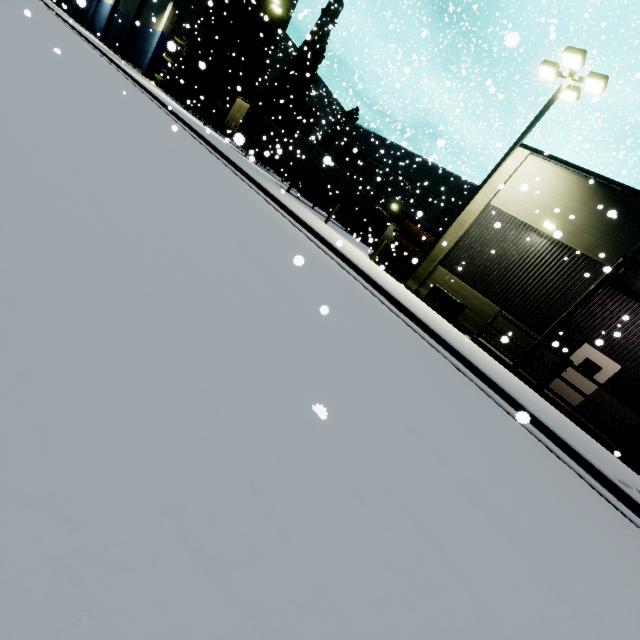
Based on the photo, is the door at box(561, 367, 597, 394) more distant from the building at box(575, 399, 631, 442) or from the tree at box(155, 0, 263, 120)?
the tree at box(155, 0, 263, 120)

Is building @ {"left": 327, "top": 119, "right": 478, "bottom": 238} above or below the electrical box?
above

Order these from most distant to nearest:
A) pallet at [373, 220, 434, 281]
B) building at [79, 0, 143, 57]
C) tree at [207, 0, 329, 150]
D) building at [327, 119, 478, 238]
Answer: building at [79, 0, 143, 57] → tree at [207, 0, 329, 150] → building at [327, 119, 478, 238] → pallet at [373, 220, 434, 281]

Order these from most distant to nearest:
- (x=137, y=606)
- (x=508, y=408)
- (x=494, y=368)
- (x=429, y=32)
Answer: (x=429, y=32), (x=494, y=368), (x=508, y=408), (x=137, y=606)

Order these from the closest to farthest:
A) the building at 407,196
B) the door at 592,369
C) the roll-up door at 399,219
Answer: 1. the door at 592,369
2. the building at 407,196
3. the roll-up door at 399,219

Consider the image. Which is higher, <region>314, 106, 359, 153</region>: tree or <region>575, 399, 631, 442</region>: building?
<region>314, 106, 359, 153</region>: tree

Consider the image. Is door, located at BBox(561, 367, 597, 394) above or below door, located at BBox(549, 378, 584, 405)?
above

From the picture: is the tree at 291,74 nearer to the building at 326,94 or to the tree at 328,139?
the tree at 328,139
